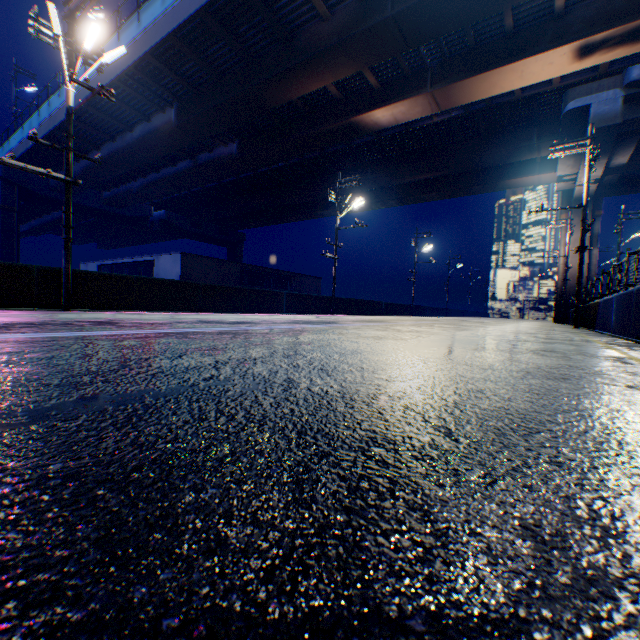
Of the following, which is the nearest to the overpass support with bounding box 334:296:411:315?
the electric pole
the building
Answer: the electric pole

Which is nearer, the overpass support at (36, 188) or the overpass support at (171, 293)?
the overpass support at (36, 188)

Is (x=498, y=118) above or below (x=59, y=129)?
above

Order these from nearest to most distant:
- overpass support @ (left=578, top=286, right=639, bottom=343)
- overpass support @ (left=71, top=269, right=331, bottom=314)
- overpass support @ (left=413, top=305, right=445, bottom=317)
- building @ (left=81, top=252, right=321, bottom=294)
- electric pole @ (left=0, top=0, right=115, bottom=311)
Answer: overpass support @ (left=578, top=286, right=639, bottom=343), electric pole @ (left=0, top=0, right=115, bottom=311), overpass support @ (left=71, top=269, right=331, bottom=314), building @ (left=81, top=252, right=321, bottom=294), overpass support @ (left=413, top=305, right=445, bottom=317)

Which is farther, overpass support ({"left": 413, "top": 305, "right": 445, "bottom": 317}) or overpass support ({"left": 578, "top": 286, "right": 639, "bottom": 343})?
overpass support ({"left": 413, "top": 305, "right": 445, "bottom": 317})

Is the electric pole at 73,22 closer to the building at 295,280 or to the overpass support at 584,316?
the overpass support at 584,316
